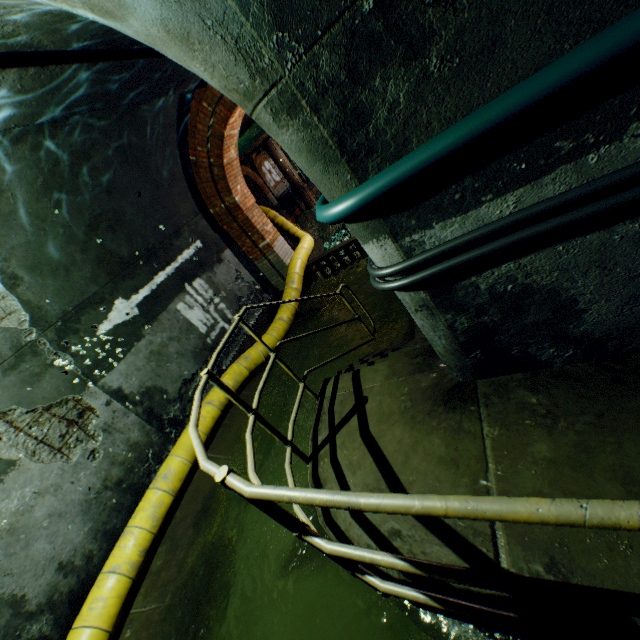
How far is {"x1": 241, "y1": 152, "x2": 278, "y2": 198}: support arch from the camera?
26.00m

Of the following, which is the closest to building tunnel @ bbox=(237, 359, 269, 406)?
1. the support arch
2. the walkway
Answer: the walkway

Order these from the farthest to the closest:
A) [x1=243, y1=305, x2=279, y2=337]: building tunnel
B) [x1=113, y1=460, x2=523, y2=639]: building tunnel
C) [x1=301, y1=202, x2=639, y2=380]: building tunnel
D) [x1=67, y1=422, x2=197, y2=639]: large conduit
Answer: [x1=243, y1=305, x2=279, y2=337]: building tunnel, [x1=67, y1=422, x2=197, y2=639]: large conduit, [x1=113, y1=460, x2=523, y2=639]: building tunnel, [x1=301, y1=202, x2=639, y2=380]: building tunnel

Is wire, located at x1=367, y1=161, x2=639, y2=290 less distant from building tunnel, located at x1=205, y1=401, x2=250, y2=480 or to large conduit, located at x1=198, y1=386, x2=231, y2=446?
building tunnel, located at x1=205, y1=401, x2=250, y2=480

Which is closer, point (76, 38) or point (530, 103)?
point (530, 103)

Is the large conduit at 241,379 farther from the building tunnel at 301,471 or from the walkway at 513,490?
the walkway at 513,490

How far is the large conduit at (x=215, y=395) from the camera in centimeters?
519cm
